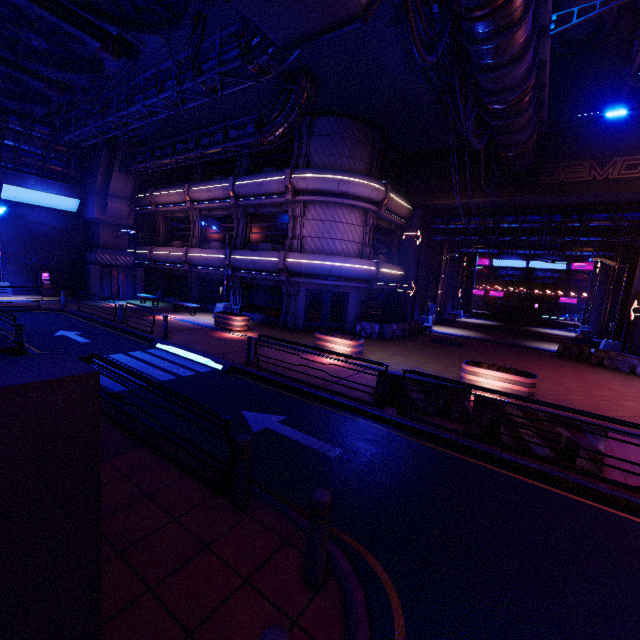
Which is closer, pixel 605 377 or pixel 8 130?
pixel 605 377

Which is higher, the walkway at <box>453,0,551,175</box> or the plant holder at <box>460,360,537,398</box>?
the walkway at <box>453,0,551,175</box>

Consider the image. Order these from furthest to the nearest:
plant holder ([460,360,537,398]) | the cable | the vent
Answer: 1. the vent
2. plant holder ([460,360,537,398])
3. the cable

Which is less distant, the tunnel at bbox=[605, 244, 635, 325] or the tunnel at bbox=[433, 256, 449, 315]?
the tunnel at bbox=[605, 244, 635, 325]

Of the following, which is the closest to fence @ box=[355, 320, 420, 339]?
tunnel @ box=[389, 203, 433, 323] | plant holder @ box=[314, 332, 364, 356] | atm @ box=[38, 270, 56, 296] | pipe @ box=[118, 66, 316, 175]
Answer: tunnel @ box=[389, 203, 433, 323]

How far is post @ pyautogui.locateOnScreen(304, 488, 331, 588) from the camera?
3.4m

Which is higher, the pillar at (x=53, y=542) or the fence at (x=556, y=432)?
the pillar at (x=53, y=542)

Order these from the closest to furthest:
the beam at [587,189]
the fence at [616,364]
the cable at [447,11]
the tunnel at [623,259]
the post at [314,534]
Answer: the post at [314,534], the cable at [447,11], the fence at [616,364], the beam at [587,189], the tunnel at [623,259]
